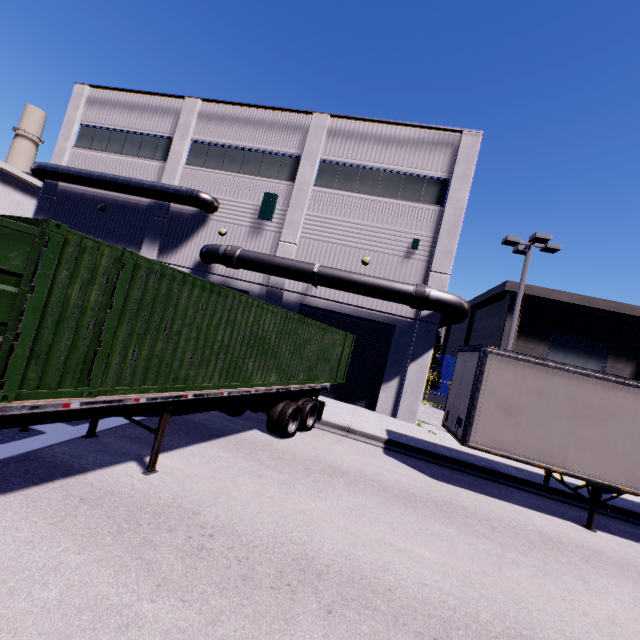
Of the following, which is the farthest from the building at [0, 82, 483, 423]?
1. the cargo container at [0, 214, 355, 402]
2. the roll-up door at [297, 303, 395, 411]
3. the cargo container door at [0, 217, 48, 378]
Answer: the cargo container door at [0, 217, 48, 378]

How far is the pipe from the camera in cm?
1455

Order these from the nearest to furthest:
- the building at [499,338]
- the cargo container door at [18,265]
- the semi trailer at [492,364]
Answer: the cargo container door at [18,265]
the semi trailer at [492,364]
the building at [499,338]

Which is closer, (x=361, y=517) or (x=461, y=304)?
(x=361, y=517)

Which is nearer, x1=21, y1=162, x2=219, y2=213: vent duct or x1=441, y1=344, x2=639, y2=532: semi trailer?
→ x1=441, y1=344, x2=639, y2=532: semi trailer

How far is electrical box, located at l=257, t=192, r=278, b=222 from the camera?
17.5 meters

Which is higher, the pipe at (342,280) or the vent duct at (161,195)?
the vent duct at (161,195)

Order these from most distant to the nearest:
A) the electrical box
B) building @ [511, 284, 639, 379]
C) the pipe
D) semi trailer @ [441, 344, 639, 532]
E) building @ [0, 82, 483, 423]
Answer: building @ [511, 284, 639, 379], the electrical box, building @ [0, 82, 483, 423], the pipe, semi trailer @ [441, 344, 639, 532]
